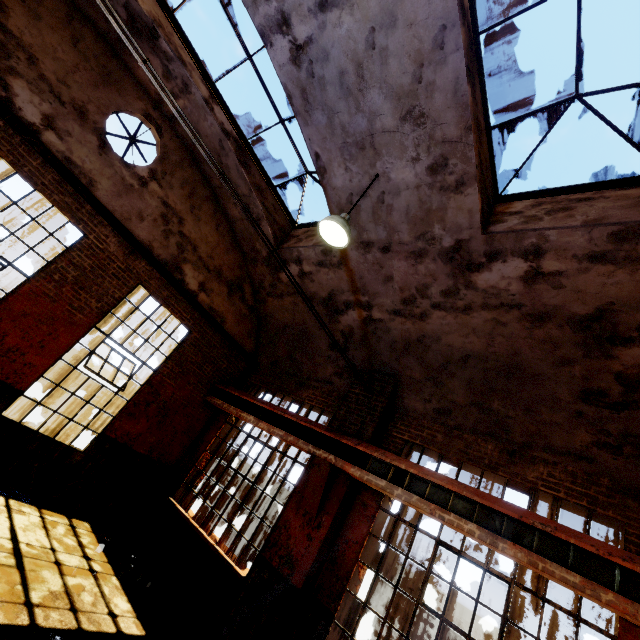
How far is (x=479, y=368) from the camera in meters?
5.8

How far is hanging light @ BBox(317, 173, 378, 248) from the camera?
4.7 meters

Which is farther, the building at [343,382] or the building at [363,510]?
the building at [363,510]

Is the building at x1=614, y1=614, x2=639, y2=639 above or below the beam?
below

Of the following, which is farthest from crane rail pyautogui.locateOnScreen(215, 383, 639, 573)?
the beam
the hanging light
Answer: the hanging light

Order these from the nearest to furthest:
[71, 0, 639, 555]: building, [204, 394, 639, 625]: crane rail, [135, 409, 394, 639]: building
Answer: [204, 394, 639, 625]: crane rail < [71, 0, 639, 555]: building < [135, 409, 394, 639]: building

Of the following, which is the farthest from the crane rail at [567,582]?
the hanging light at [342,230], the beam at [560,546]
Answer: the hanging light at [342,230]
